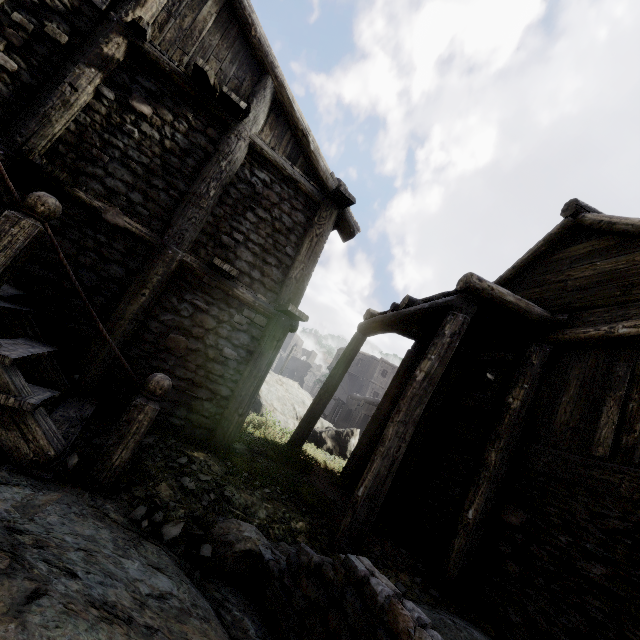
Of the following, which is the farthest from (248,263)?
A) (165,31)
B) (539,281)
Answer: (539,281)

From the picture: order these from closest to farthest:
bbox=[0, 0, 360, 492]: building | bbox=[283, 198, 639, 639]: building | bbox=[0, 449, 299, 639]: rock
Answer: bbox=[0, 449, 299, 639]: rock, bbox=[0, 0, 360, 492]: building, bbox=[283, 198, 639, 639]: building

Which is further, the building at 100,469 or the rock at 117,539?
the building at 100,469

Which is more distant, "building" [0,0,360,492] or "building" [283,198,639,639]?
"building" [283,198,639,639]

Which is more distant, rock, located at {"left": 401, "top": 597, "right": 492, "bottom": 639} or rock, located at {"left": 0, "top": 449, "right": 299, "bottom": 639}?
rock, located at {"left": 401, "top": 597, "right": 492, "bottom": 639}

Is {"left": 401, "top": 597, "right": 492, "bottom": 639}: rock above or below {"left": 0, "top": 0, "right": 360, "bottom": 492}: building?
below

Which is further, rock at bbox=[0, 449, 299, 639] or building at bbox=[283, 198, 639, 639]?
building at bbox=[283, 198, 639, 639]

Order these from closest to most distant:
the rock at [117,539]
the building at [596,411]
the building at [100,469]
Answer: the rock at [117,539]
the building at [100,469]
the building at [596,411]
